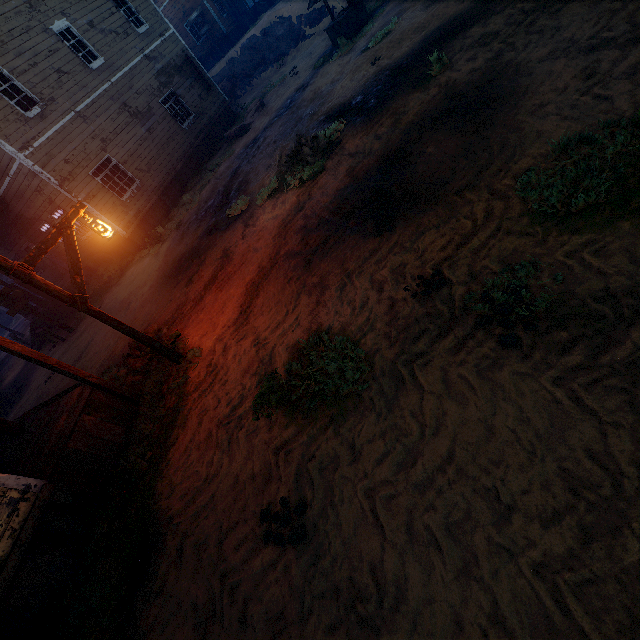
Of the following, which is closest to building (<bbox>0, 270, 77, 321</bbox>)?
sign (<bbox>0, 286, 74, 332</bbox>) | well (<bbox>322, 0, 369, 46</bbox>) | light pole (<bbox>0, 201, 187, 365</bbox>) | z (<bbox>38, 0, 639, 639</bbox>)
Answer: z (<bbox>38, 0, 639, 639</bbox>)

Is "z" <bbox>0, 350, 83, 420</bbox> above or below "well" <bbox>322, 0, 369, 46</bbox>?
below

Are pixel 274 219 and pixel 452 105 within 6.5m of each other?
yes

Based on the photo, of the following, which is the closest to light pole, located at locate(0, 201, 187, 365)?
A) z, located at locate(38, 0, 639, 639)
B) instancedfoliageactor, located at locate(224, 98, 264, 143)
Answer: z, located at locate(38, 0, 639, 639)

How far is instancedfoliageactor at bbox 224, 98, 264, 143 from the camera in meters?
16.5

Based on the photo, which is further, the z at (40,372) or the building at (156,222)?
the building at (156,222)

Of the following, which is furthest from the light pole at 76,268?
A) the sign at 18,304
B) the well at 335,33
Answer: the well at 335,33

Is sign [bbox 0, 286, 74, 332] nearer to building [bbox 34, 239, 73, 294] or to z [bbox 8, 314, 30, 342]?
z [bbox 8, 314, 30, 342]
